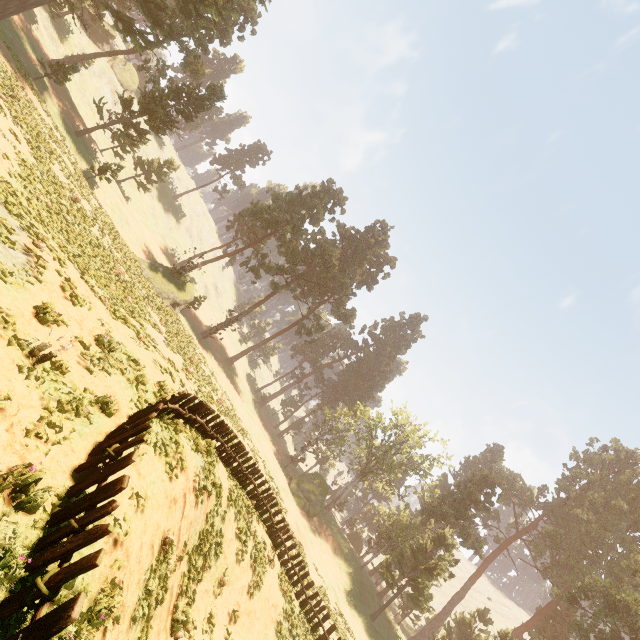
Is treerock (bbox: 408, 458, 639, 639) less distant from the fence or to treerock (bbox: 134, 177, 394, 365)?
treerock (bbox: 134, 177, 394, 365)

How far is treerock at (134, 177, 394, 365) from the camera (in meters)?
36.59

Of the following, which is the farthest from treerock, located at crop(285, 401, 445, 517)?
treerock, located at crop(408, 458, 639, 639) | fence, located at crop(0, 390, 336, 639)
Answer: fence, located at crop(0, 390, 336, 639)

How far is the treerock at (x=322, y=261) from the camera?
36.59m

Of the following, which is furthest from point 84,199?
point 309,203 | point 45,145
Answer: point 309,203

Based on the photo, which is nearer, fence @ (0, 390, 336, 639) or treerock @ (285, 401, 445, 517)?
fence @ (0, 390, 336, 639)

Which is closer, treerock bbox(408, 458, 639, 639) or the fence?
the fence

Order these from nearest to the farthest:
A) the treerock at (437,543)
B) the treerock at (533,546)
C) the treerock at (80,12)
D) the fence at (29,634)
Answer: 1. the fence at (29,634)
2. the treerock at (80,12)
3. the treerock at (533,546)
4. the treerock at (437,543)
